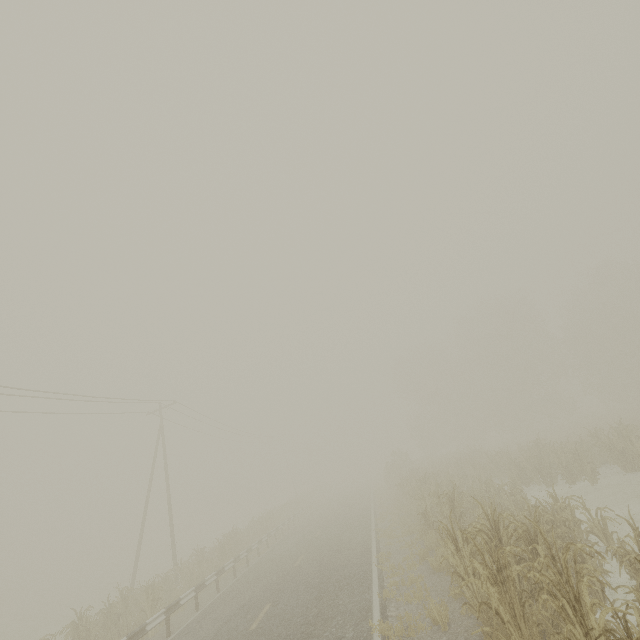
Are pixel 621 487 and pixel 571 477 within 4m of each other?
yes

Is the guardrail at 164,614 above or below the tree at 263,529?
above

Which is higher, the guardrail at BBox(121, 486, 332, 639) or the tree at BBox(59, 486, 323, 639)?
the guardrail at BBox(121, 486, 332, 639)

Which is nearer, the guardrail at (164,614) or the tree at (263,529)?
the guardrail at (164,614)

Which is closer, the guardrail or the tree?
the guardrail
